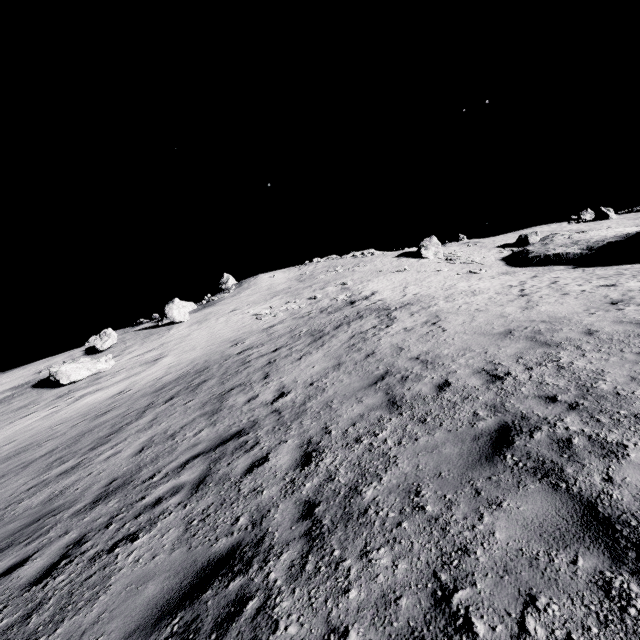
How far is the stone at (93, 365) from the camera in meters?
20.8 m

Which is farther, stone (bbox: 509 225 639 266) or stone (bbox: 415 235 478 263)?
stone (bbox: 415 235 478 263)

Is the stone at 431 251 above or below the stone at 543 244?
above

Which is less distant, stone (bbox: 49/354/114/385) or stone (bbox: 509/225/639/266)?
stone (bbox: 49/354/114/385)

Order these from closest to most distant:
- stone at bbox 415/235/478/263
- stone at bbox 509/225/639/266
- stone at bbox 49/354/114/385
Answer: stone at bbox 49/354/114/385, stone at bbox 509/225/639/266, stone at bbox 415/235/478/263

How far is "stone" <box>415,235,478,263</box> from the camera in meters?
40.2

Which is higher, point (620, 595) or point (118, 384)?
point (118, 384)
